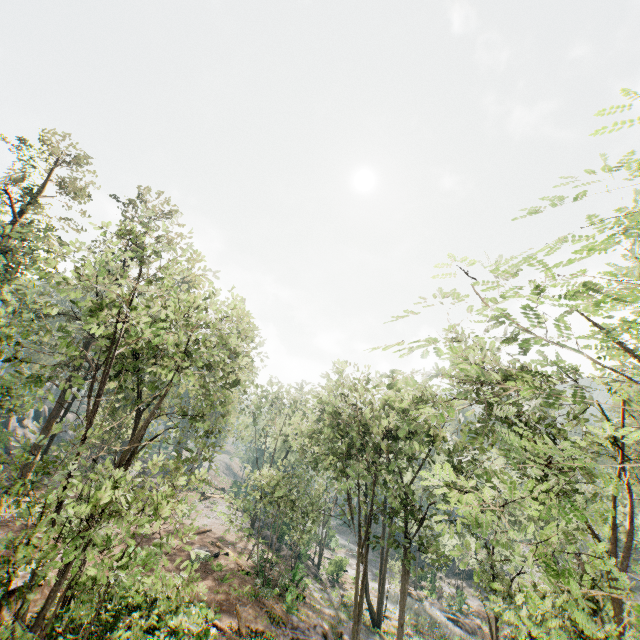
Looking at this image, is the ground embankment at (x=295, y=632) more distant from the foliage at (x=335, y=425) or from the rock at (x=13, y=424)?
the rock at (x=13, y=424)

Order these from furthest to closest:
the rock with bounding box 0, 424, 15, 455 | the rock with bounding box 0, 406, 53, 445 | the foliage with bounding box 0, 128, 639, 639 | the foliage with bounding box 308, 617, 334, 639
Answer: the rock with bounding box 0, 406, 53, 445 → the rock with bounding box 0, 424, 15, 455 → the foliage with bounding box 308, 617, 334, 639 → the foliage with bounding box 0, 128, 639, 639

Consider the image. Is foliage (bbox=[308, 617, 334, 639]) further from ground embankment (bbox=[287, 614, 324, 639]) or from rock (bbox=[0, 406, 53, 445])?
rock (bbox=[0, 406, 53, 445])

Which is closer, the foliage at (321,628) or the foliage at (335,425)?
the foliage at (335,425)

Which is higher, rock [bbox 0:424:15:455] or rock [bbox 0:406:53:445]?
rock [bbox 0:406:53:445]

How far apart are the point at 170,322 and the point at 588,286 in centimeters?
2156cm

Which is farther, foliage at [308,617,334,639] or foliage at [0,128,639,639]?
foliage at [308,617,334,639]

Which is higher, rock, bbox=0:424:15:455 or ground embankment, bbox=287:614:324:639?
rock, bbox=0:424:15:455
